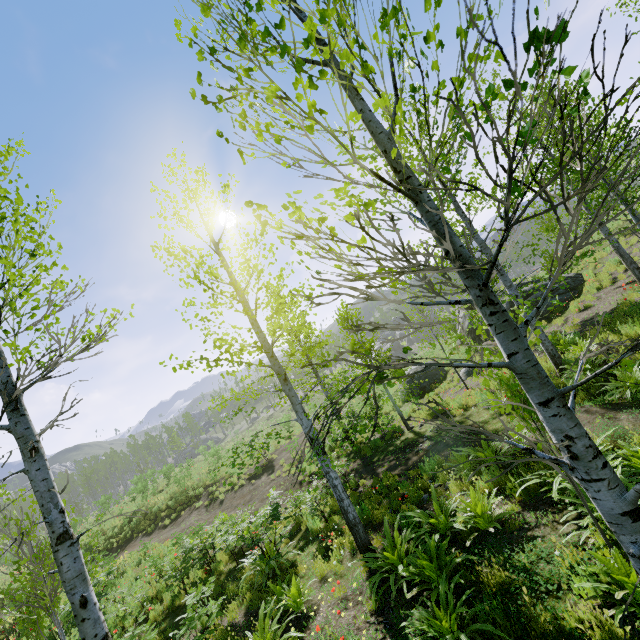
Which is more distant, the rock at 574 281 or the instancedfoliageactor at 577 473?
the rock at 574 281

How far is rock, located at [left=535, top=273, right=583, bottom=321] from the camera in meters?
16.1 m

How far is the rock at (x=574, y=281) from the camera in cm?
1614

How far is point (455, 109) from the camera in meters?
1.8 m

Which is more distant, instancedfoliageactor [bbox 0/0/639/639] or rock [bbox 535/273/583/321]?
rock [bbox 535/273/583/321]
